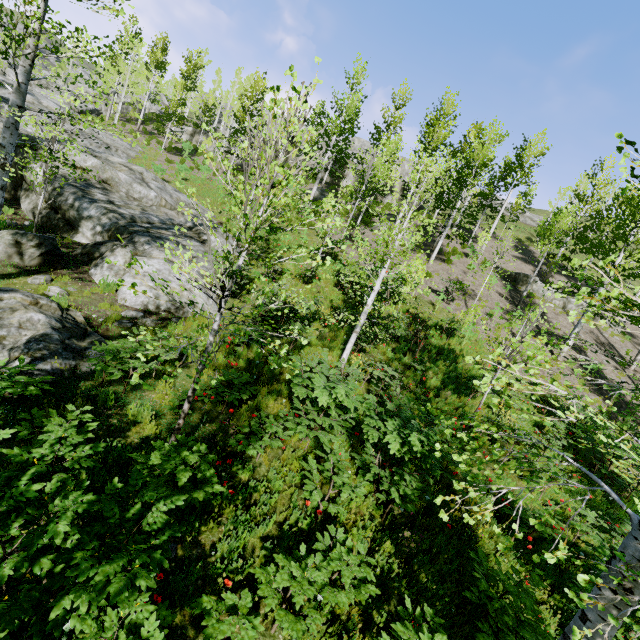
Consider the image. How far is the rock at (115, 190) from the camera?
9.7 meters

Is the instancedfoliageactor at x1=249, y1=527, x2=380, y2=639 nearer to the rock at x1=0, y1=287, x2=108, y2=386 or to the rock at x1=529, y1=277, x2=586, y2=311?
the rock at x1=0, y1=287, x2=108, y2=386

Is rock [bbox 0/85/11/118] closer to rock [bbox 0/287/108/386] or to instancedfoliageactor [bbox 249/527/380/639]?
instancedfoliageactor [bbox 249/527/380/639]

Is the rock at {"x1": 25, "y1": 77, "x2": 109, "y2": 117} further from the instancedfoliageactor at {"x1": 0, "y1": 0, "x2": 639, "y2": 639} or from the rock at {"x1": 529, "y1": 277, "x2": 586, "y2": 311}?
the rock at {"x1": 529, "y1": 277, "x2": 586, "y2": 311}

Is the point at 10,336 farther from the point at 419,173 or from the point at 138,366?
the point at 419,173

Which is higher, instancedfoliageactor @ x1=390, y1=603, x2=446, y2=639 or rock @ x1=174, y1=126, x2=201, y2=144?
rock @ x1=174, y1=126, x2=201, y2=144

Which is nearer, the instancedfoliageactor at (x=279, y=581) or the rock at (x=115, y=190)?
the instancedfoliageactor at (x=279, y=581)
